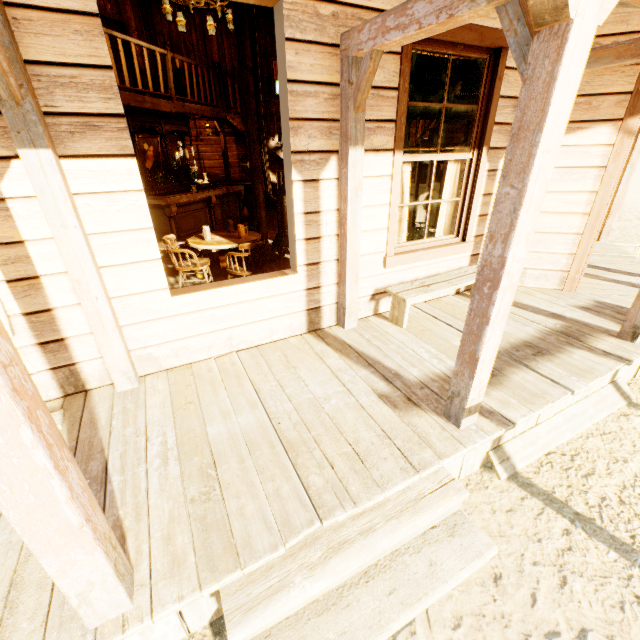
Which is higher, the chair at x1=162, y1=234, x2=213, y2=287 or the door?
the door

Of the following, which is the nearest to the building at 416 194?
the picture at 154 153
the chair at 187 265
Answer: the picture at 154 153

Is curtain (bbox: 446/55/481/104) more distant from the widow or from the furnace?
the furnace

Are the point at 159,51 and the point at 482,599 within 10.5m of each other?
no

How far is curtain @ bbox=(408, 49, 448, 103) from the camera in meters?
3.3 m

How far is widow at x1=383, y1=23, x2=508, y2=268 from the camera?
3.2m

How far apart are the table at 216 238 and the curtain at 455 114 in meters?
2.3 m

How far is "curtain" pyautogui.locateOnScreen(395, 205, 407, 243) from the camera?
4.0m
